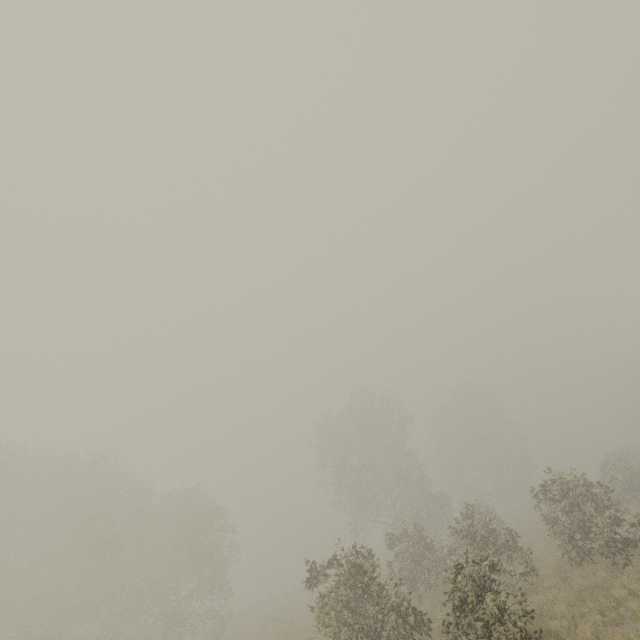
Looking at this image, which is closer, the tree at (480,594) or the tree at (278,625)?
the tree at (480,594)

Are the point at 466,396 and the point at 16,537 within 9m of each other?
no

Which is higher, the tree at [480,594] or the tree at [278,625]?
the tree at [480,594]

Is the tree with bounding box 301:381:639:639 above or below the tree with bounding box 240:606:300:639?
above

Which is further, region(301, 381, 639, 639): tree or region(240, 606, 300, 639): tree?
region(240, 606, 300, 639): tree
